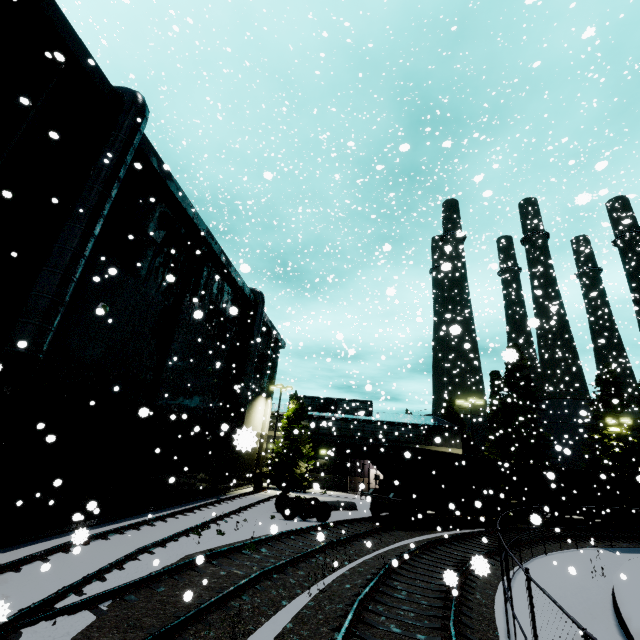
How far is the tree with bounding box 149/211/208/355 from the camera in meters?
17.0

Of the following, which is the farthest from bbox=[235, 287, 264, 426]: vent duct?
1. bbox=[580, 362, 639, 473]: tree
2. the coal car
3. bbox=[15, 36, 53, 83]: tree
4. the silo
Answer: bbox=[580, 362, 639, 473]: tree

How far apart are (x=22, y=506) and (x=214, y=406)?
13.3m

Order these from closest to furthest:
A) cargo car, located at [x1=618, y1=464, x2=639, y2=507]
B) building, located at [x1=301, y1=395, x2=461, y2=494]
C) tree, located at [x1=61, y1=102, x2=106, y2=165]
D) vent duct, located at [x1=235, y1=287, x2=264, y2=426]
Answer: tree, located at [x1=61, y1=102, x2=106, y2=165] < vent duct, located at [x1=235, y1=287, x2=264, y2=426] < cargo car, located at [x1=618, y1=464, x2=639, y2=507] < building, located at [x1=301, y1=395, x2=461, y2=494]

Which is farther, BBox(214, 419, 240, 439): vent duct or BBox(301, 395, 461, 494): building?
BBox(301, 395, 461, 494): building

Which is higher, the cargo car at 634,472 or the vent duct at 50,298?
the vent duct at 50,298

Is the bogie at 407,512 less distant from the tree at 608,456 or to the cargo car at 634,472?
the cargo car at 634,472
